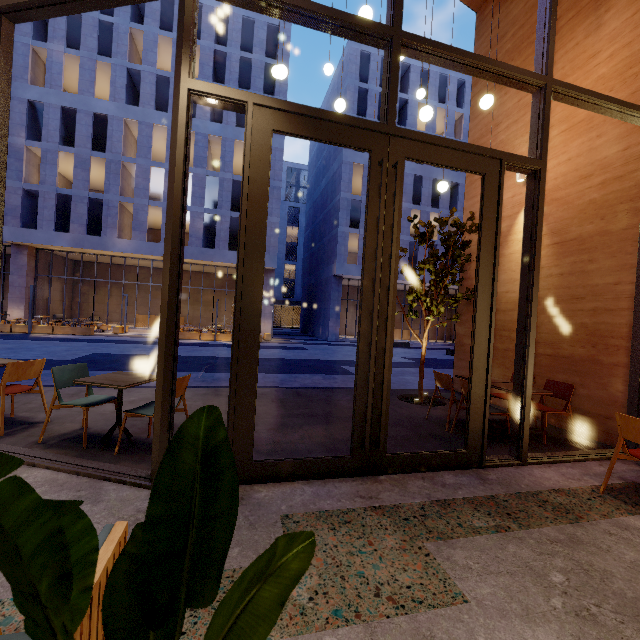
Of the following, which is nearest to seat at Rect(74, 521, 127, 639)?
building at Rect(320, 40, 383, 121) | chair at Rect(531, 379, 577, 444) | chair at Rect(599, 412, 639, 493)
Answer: chair at Rect(599, 412, 639, 493)

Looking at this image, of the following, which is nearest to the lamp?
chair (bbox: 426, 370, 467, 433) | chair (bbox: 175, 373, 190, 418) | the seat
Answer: chair (bbox: 426, 370, 467, 433)

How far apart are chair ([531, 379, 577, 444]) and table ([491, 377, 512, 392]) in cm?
31

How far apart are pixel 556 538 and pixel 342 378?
8.51m

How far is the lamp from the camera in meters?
4.7

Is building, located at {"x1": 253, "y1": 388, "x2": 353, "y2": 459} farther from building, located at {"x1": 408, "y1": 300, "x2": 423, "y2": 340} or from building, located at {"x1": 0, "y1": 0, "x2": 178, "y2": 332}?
building, located at {"x1": 408, "y1": 300, "x2": 423, "y2": 340}

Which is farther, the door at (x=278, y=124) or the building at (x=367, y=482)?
the door at (x=278, y=124)

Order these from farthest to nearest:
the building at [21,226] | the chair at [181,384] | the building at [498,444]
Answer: the building at [21,226] < the building at [498,444] < the chair at [181,384]
